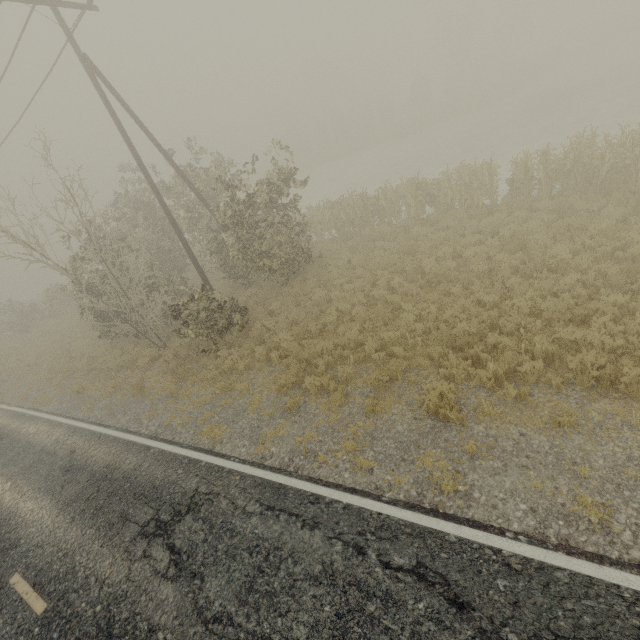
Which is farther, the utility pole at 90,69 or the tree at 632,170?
the tree at 632,170

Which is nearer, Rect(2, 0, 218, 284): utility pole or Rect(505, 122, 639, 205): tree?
Rect(2, 0, 218, 284): utility pole

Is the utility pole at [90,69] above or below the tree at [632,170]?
above

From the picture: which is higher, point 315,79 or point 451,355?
point 315,79

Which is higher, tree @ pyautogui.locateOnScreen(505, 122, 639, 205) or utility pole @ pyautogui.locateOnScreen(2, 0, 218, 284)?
utility pole @ pyautogui.locateOnScreen(2, 0, 218, 284)
